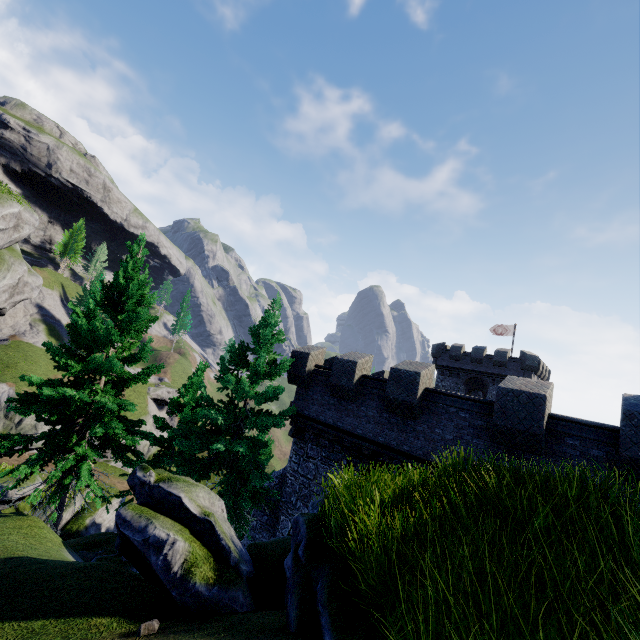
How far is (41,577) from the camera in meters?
5.6

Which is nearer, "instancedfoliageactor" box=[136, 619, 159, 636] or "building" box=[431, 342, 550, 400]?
"instancedfoliageactor" box=[136, 619, 159, 636]

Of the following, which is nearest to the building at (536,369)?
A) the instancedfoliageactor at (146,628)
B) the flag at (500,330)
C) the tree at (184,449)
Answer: the flag at (500,330)

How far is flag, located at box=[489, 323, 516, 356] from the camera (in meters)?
38.81

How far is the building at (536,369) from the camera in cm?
3562

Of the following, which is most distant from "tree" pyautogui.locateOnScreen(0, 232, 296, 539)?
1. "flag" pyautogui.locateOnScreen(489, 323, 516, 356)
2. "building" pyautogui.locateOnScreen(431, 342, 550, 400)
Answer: "flag" pyautogui.locateOnScreen(489, 323, 516, 356)

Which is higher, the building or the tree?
the building

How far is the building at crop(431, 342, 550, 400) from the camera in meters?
35.6 m
